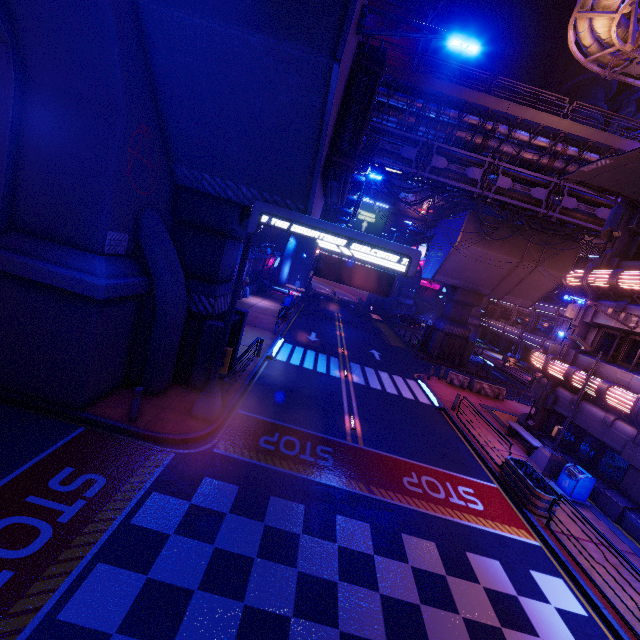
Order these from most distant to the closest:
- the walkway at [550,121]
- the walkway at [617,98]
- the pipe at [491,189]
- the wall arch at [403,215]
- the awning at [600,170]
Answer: the wall arch at [403,215], the walkway at [617,98], the pipe at [491,189], the walkway at [550,121], the awning at [600,170]

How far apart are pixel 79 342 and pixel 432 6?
76.7 meters

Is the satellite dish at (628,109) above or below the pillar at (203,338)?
above

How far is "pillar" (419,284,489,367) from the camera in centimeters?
3162cm

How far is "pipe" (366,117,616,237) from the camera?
23.1 meters

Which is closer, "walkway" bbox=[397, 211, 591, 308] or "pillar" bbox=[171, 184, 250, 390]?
"pillar" bbox=[171, 184, 250, 390]

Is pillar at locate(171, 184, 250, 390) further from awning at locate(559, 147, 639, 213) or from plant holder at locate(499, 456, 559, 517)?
awning at locate(559, 147, 639, 213)

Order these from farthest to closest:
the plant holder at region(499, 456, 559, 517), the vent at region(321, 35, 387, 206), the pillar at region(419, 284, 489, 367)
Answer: the pillar at region(419, 284, 489, 367)
the plant holder at region(499, 456, 559, 517)
the vent at region(321, 35, 387, 206)
